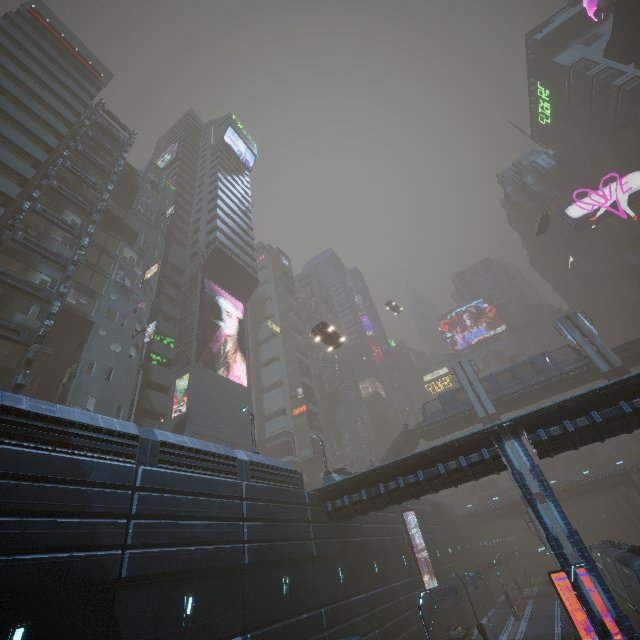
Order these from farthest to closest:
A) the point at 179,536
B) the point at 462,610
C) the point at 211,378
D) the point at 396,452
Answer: the point at 396,452
the point at 211,378
the point at 462,610
the point at 179,536

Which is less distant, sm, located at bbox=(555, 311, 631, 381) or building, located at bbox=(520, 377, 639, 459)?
building, located at bbox=(520, 377, 639, 459)

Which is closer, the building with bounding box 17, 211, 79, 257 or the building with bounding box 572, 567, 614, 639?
the building with bounding box 572, 567, 614, 639

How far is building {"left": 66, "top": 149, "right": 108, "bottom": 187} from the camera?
35.31m

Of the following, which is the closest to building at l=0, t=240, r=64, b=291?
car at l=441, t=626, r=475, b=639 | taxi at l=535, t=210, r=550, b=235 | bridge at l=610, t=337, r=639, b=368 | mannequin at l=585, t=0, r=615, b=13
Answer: car at l=441, t=626, r=475, b=639

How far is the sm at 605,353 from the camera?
35.4 meters

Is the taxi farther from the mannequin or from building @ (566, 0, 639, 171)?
the mannequin

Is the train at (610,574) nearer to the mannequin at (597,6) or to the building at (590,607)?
the building at (590,607)
